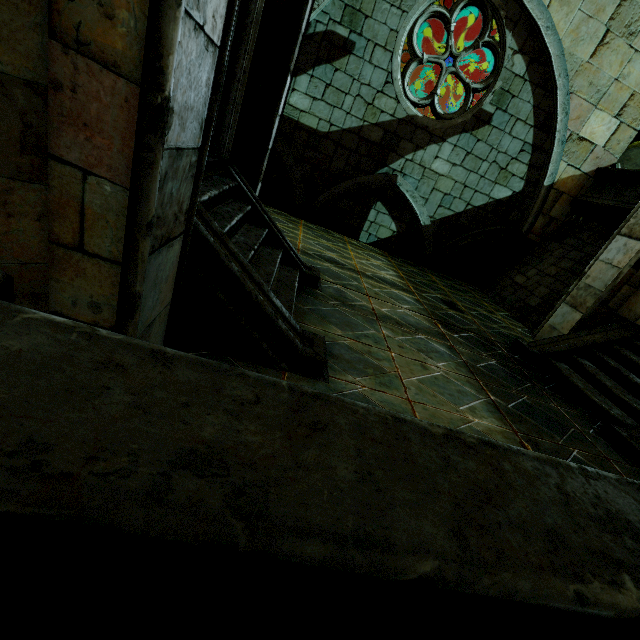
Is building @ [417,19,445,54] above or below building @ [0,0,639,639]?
above

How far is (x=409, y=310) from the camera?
6.69m

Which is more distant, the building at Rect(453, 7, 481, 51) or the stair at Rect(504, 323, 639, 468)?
the building at Rect(453, 7, 481, 51)

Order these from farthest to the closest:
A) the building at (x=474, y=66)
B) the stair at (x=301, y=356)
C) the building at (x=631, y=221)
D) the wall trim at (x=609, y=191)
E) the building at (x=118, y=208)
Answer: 1. the building at (x=474, y=66)
2. the wall trim at (x=609, y=191)
3. the building at (x=631, y=221)
4. the stair at (x=301, y=356)
5. the building at (x=118, y=208)

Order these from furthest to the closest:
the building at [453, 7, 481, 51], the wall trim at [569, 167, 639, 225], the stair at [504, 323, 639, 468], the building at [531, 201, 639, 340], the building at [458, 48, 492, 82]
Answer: the building at [458, 48, 492, 82] → the building at [453, 7, 481, 51] → the wall trim at [569, 167, 639, 225] → the building at [531, 201, 639, 340] → the stair at [504, 323, 639, 468]

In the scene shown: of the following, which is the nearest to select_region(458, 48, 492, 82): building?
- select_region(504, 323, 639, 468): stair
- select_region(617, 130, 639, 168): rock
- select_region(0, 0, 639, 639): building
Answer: select_region(617, 130, 639, 168): rock

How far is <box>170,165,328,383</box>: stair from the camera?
2.70m

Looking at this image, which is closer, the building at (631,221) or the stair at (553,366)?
the stair at (553,366)
